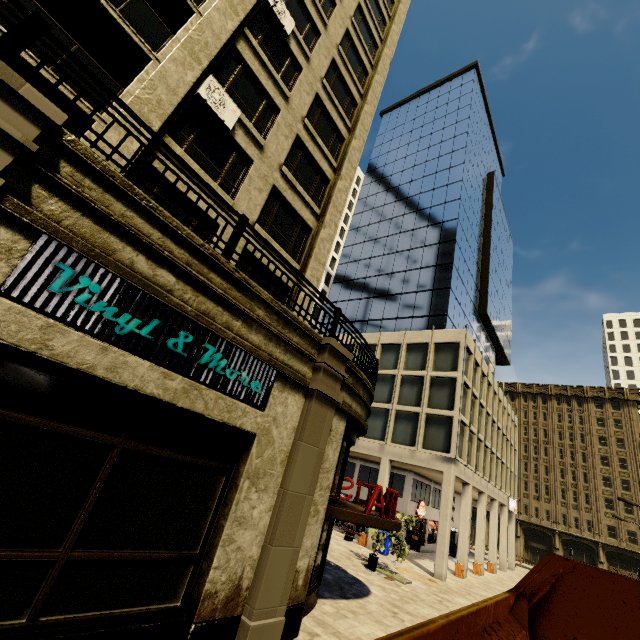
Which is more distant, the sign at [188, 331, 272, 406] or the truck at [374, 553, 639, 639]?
the sign at [188, 331, 272, 406]

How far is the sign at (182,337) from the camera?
5.66m

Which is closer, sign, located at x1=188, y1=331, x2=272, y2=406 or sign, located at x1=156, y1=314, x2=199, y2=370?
sign, located at x1=156, y1=314, x2=199, y2=370

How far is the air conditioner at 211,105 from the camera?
9.4 meters

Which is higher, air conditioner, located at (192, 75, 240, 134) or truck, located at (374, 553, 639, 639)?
air conditioner, located at (192, 75, 240, 134)

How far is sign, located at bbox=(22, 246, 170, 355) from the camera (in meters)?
4.48

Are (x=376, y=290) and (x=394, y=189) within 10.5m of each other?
no

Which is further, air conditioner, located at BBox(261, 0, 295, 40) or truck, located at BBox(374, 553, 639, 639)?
air conditioner, located at BBox(261, 0, 295, 40)
